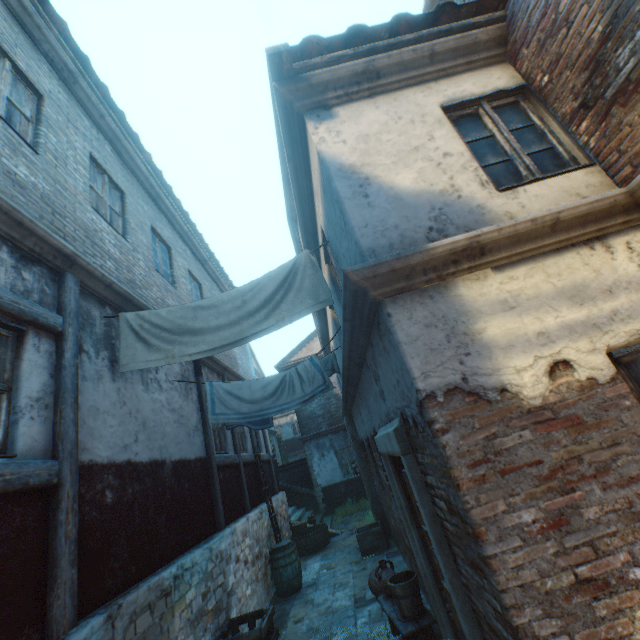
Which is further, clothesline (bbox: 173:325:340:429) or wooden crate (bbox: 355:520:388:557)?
wooden crate (bbox: 355:520:388:557)

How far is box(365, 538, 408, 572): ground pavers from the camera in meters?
7.3 m

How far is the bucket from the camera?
4.4m

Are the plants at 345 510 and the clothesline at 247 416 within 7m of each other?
no

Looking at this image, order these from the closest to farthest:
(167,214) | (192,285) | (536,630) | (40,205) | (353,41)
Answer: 1. (536,630)
2. (353,41)
3. (40,205)
4. (167,214)
5. (192,285)

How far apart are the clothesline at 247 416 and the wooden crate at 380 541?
4.46m

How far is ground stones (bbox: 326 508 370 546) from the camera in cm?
1138

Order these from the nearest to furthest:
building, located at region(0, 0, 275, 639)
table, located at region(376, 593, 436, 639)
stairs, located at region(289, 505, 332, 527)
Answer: building, located at region(0, 0, 275, 639) < table, located at region(376, 593, 436, 639) < stairs, located at region(289, 505, 332, 527)
